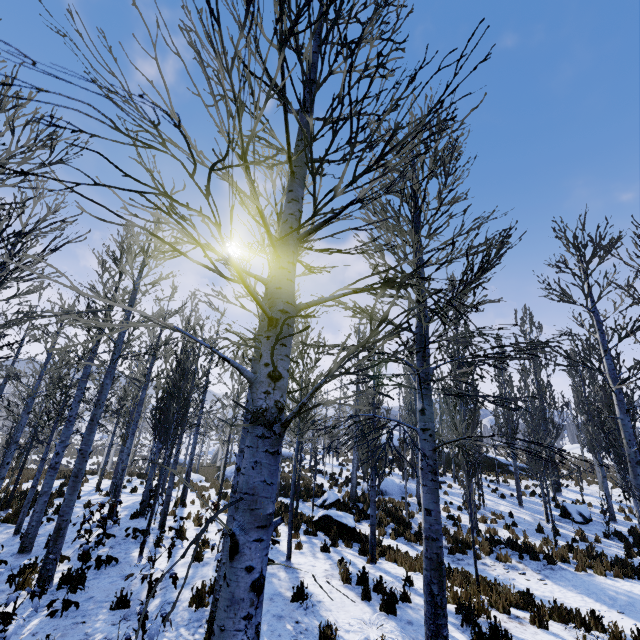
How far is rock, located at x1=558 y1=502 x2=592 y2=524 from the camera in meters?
15.9

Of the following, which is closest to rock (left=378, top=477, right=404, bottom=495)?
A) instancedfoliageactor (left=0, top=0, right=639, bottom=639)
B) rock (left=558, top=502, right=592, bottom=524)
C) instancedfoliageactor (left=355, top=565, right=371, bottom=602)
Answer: instancedfoliageactor (left=0, top=0, right=639, bottom=639)

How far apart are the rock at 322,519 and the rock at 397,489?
6.5 meters

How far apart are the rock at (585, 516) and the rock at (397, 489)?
7.8m

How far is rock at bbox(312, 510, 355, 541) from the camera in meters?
12.1

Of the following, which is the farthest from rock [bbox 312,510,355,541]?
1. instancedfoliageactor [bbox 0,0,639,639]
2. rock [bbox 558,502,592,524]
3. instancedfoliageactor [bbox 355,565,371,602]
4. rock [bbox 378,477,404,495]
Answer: rock [bbox 558,502,592,524]

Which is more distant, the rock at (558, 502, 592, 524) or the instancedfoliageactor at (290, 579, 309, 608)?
the rock at (558, 502, 592, 524)

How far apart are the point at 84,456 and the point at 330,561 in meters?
6.9 m
